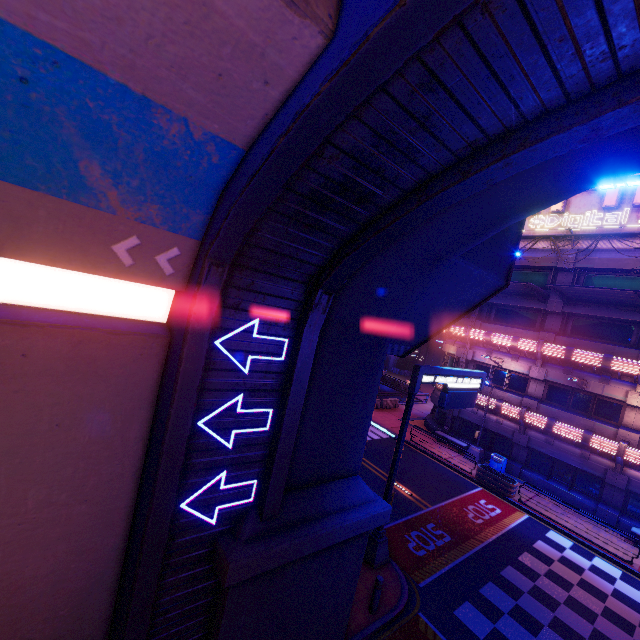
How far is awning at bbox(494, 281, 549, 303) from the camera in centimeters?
2008cm

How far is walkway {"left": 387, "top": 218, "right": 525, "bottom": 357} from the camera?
9.48m

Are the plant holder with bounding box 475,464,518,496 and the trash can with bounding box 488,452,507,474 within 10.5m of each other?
yes

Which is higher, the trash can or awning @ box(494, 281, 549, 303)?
awning @ box(494, 281, 549, 303)

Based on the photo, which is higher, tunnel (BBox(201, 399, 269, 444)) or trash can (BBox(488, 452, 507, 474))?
tunnel (BBox(201, 399, 269, 444))

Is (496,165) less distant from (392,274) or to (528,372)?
(392,274)

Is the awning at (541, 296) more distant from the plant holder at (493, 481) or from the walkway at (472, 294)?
the plant holder at (493, 481)

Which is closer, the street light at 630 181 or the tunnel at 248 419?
the tunnel at 248 419
